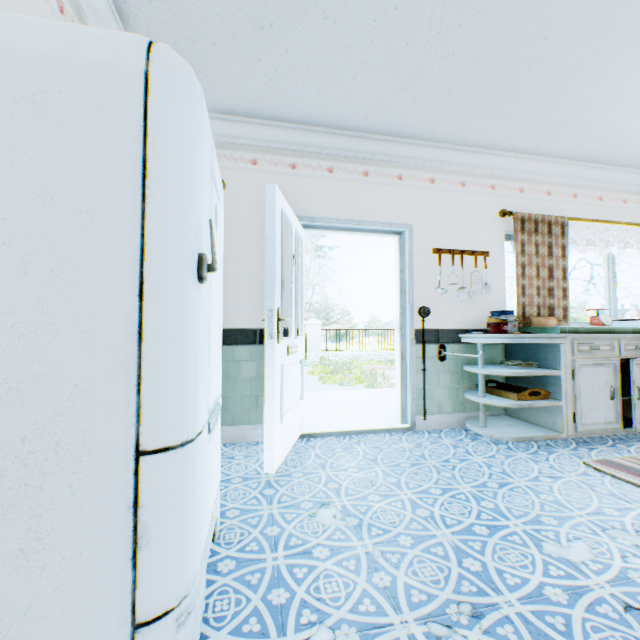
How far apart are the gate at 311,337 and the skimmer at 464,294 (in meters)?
14.22

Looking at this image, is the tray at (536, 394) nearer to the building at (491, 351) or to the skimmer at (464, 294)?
the building at (491, 351)

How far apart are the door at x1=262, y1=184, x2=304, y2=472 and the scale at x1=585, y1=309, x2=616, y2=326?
3.6 meters

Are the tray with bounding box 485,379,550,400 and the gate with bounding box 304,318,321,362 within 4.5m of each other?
no

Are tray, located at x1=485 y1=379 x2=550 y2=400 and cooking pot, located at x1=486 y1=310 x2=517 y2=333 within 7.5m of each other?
yes

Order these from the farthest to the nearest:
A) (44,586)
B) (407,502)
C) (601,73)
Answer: (601,73), (407,502), (44,586)

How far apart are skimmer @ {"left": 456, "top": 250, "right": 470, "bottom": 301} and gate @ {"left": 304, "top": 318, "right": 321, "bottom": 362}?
14.2 meters

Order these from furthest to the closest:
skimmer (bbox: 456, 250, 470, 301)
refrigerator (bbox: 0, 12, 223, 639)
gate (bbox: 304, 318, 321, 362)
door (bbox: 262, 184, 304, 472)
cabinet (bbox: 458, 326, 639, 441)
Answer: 1. gate (bbox: 304, 318, 321, 362)
2. skimmer (bbox: 456, 250, 470, 301)
3. cabinet (bbox: 458, 326, 639, 441)
4. door (bbox: 262, 184, 304, 472)
5. refrigerator (bbox: 0, 12, 223, 639)
